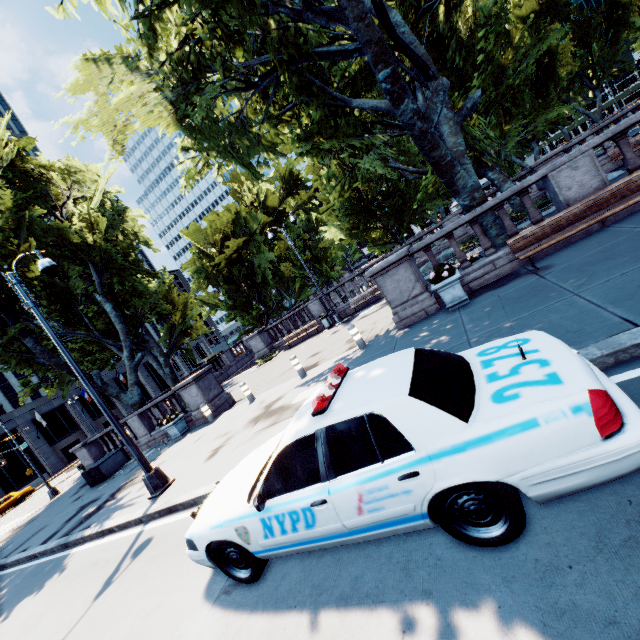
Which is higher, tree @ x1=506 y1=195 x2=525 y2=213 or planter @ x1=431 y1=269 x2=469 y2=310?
tree @ x1=506 y1=195 x2=525 y2=213

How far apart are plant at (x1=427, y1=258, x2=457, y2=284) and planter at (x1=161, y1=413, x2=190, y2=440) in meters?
12.3

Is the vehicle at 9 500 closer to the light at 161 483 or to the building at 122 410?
the building at 122 410

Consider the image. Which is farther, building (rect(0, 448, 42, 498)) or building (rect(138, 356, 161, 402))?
building (rect(138, 356, 161, 402))

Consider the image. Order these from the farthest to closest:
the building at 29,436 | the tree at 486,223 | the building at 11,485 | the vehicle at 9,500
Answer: the building at 29,436 → the building at 11,485 → the vehicle at 9,500 → the tree at 486,223

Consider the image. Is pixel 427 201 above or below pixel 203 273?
below

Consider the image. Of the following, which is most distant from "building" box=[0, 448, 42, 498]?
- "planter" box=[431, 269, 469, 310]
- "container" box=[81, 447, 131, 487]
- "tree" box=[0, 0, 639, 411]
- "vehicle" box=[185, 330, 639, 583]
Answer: "planter" box=[431, 269, 469, 310]

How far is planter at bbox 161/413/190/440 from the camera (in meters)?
14.33
